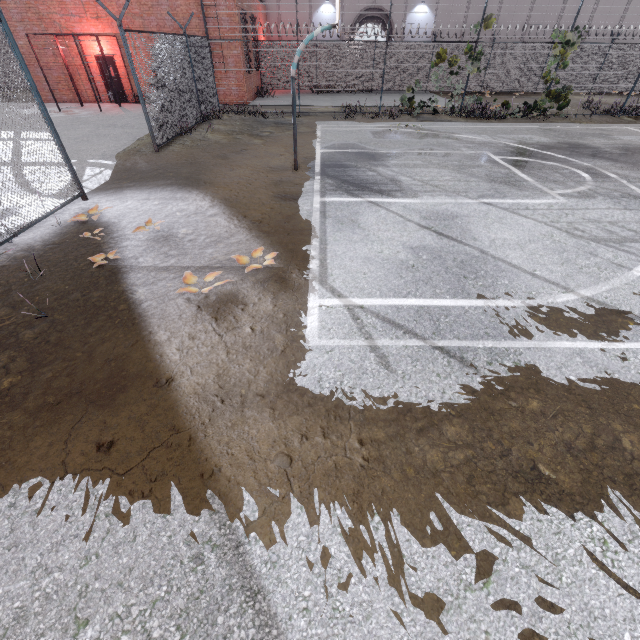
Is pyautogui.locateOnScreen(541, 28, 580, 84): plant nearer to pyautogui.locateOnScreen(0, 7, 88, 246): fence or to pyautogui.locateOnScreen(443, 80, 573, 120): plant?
pyautogui.locateOnScreen(0, 7, 88, 246): fence

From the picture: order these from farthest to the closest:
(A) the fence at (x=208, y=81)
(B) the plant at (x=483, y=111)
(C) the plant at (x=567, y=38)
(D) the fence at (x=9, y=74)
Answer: (B) the plant at (x=483, y=111) → (C) the plant at (x=567, y=38) → (A) the fence at (x=208, y=81) → (D) the fence at (x=9, y=74)

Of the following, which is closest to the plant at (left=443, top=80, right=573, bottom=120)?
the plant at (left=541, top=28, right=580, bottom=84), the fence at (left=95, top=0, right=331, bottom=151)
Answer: the fence at (left=95, top=0, right=331, bottom=151)

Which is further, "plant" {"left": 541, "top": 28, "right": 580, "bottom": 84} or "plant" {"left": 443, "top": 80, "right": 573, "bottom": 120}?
"plant" {"left": 443, "top": 80, "right": 573, "bottom": 120}

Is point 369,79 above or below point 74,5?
below

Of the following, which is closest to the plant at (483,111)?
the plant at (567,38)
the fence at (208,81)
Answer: the fence at (208,81)

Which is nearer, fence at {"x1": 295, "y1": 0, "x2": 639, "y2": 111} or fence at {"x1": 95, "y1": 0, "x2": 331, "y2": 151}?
fence at {"x1": 95, "y1": 0, "x2": 331, "y2": 151}
